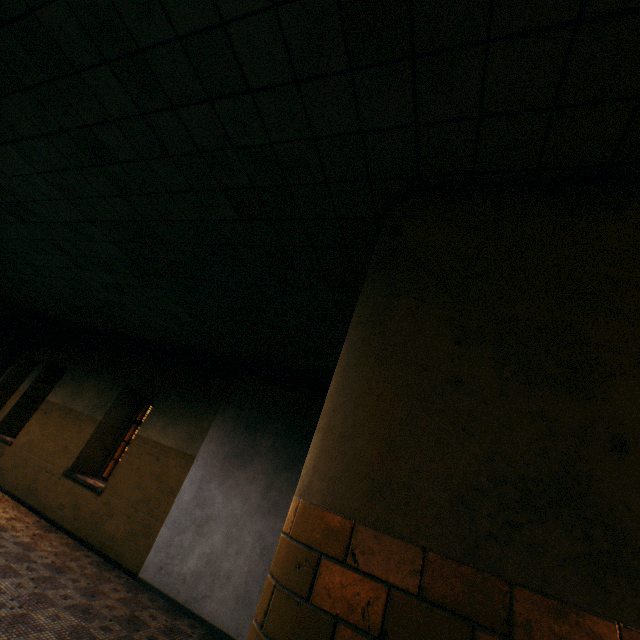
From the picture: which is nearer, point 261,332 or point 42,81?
point 42,81
